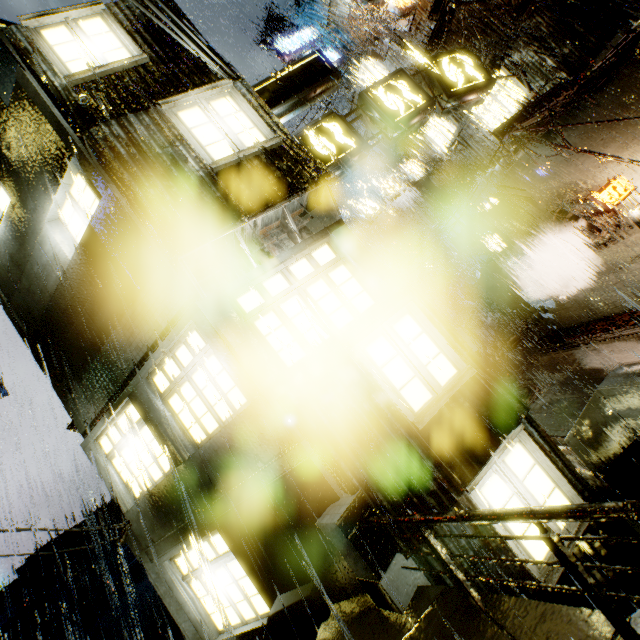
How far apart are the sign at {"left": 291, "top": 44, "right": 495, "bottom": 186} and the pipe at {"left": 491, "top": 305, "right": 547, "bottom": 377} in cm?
1228

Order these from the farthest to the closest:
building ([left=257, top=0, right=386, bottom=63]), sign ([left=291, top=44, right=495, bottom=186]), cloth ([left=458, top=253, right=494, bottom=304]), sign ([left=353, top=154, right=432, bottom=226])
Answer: cloth ([left=458, top=253, right=494, bottom=304]), sign ([left=353, top=154, right=432, bottom=226]), building ([left=257, top=0, right=386, bottom=63]), sign ([left=291, top=44, right=495, bottom=186])

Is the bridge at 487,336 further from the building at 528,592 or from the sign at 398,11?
the sign at 398,11

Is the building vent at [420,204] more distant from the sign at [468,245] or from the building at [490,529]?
the sign at [468,245]

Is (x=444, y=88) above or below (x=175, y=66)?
below

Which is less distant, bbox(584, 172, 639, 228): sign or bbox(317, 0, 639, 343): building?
bbox(317, 0, 639, 343): building

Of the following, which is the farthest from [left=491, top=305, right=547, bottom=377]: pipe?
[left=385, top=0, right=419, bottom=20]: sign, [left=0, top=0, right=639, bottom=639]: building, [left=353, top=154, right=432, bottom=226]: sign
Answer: [left=385, top=0, right=419, bottom=20]: sign

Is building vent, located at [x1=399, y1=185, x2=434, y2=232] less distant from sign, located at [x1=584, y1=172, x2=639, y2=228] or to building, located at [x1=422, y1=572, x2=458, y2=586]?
building, located at [x1=422, y1=572, x2=458, y2=586]
